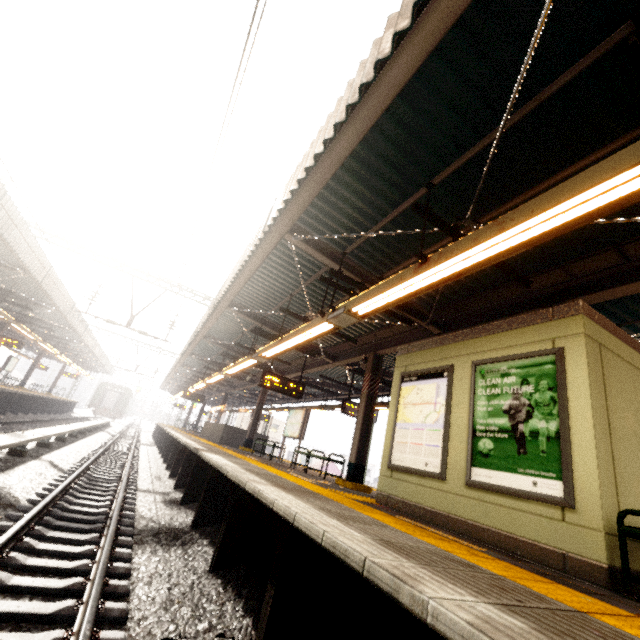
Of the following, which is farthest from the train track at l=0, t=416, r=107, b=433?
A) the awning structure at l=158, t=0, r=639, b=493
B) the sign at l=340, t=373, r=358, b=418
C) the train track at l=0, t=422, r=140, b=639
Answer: the sign at l=340, t=373, r=358, b=418

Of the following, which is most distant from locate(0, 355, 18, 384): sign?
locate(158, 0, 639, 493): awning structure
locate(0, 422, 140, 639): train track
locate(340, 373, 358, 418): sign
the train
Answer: locate(340, 373, 358, 418): sign

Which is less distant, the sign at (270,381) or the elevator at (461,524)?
the elevator at (461,524)

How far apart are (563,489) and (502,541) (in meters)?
0.97

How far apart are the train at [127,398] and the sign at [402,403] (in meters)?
46.32

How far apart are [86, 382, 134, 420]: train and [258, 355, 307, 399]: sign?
40.9 meters

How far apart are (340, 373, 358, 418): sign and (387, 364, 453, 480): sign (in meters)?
5.47

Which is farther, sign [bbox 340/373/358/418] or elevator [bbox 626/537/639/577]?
sign [bbox 340/373/358/418]
